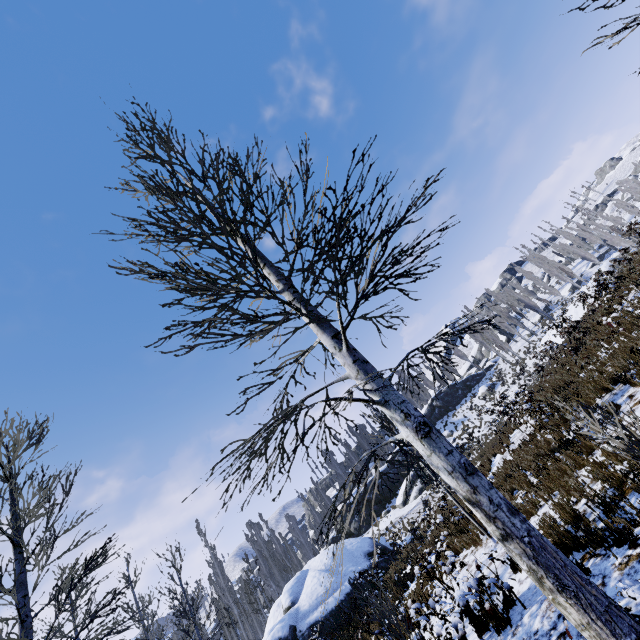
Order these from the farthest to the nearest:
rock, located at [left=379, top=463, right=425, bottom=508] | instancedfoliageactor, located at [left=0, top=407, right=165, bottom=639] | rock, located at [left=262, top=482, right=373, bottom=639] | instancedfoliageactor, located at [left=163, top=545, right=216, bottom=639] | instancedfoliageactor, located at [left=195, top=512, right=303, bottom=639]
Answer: rock, located at [left=379, top=463, right=425, bottom=508] → instancedfoliageactor, located at [left=195, top=512, right=303, bottom=639] → rock, located at [left=262, top=482, right=373, bottom=639] → instancedfoliageactor, located at [left=163, top=545, right=216, bottom=639] → instancedfoliageactor, located at [left=0, top=407, right=165, bottom=639]

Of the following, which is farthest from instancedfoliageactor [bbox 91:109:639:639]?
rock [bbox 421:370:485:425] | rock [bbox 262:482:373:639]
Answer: rock [bbox 262:482:373:639]

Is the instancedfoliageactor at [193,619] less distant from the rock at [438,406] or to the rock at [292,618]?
the rock at [438,406]

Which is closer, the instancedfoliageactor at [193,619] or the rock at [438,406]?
the instancedfoliageactor at [193,619]

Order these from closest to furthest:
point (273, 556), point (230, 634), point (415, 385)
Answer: point (415, 385) → point (230, 634) → point (273, 556)

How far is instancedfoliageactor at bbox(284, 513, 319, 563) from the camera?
52.81m

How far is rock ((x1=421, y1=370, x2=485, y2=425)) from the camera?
46.8 meters

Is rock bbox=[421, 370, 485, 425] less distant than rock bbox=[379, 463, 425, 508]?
No
